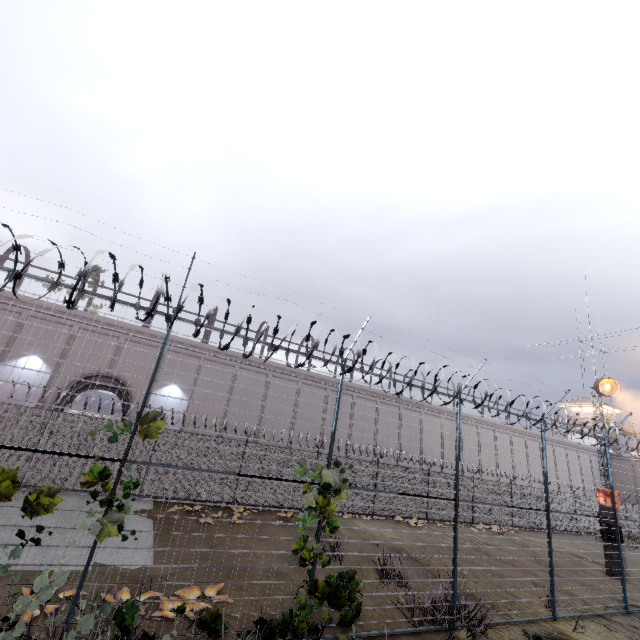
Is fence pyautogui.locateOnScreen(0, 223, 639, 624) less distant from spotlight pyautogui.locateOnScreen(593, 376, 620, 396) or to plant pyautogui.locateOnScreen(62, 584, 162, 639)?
plant pyautogui.locateOnScreen(62, 584, 162, 639)

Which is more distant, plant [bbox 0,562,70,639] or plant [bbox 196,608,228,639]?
plant [bbox 196,608,228,639]

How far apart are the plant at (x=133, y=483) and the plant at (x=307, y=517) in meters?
2.9

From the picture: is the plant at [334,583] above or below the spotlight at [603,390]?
below

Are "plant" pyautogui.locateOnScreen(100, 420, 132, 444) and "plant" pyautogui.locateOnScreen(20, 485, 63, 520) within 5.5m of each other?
yes

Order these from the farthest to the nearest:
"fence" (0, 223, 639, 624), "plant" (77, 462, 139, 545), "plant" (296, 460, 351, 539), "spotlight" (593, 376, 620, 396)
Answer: "spotlight" (593, 376, 620, 396) < "plant" (296, 460, 351, 539) < "fence" (0, 223, 639, 624) < "plant" (77, 462, 139, 545)

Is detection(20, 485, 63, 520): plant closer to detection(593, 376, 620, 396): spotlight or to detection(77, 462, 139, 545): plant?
detection(77, 462, 139, 545): plant

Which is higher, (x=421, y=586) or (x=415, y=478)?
(x=415, y=478)
